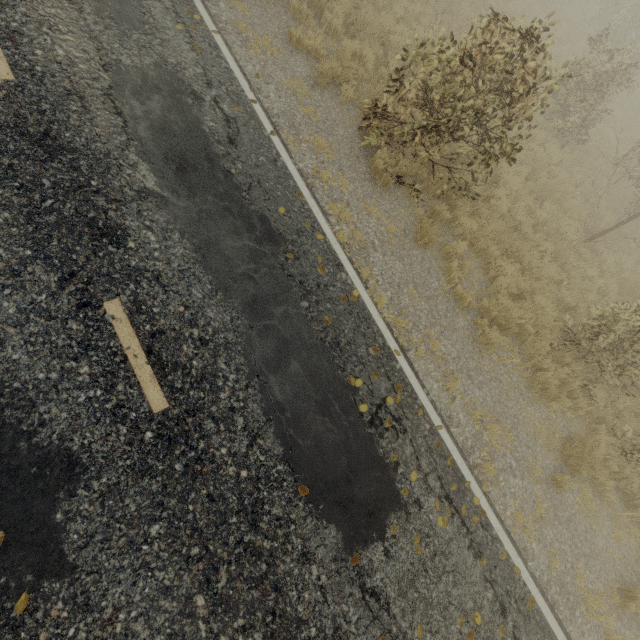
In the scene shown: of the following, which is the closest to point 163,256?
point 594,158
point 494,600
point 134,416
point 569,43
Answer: point 134,416

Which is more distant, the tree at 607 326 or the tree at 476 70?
the tree at 607 326

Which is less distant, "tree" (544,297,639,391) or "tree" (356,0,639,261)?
"tree" (356,0,639,261)
